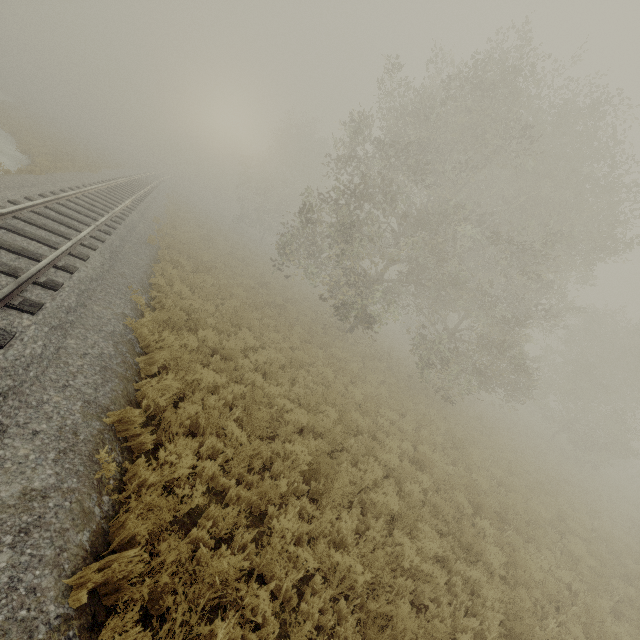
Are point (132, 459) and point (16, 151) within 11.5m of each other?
no
